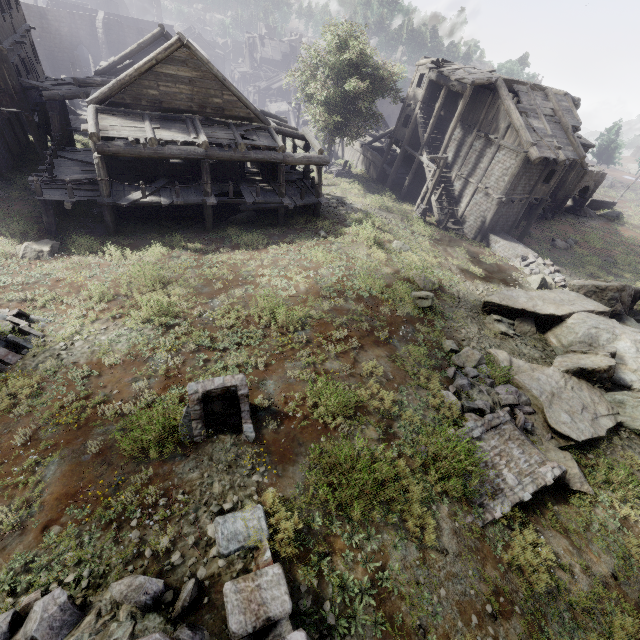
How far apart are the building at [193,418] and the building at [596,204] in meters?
53.2

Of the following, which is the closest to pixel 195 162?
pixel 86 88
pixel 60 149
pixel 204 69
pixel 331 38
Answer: pixel 204 69

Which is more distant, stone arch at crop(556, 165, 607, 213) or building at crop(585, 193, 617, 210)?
→ building at crop(585, 193, 617, 210)

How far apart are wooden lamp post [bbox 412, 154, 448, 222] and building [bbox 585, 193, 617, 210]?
33.1m

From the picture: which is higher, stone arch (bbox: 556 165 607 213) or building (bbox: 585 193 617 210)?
stone arch (bbox: 556 165 607 213)

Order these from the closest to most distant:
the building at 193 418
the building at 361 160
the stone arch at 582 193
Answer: the building at 193 418 < the building at 361 160 < the stone arch at 582 193

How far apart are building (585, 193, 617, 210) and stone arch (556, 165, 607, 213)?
4.30m

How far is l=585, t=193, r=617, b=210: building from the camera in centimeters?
4219cm
